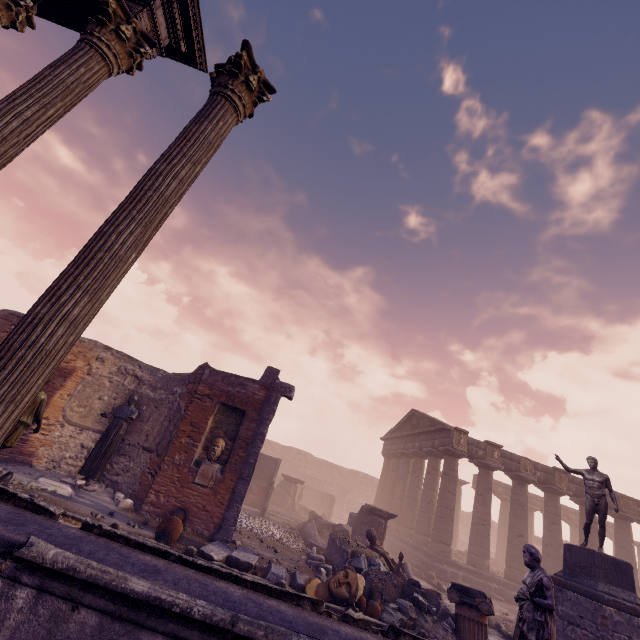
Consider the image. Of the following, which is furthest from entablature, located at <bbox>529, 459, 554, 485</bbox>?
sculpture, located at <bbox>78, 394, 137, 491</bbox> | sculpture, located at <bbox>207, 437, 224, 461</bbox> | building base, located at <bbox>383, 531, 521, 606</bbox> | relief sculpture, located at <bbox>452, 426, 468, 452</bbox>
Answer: sculpture, located at <bbox>78, 394, 137, 491</bbox>

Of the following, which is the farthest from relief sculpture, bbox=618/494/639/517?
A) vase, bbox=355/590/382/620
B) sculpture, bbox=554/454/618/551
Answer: vase, bbox=355/590/382/620

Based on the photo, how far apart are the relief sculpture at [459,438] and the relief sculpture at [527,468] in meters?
3.4 m

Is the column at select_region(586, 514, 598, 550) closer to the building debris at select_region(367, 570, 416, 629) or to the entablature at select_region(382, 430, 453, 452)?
the entablature at select_region(382, 430, 453, 452)

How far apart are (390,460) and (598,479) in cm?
1917

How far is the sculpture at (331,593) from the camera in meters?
7.4

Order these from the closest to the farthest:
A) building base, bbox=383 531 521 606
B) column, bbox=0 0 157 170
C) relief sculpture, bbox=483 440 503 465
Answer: column, bbox=0 0 157 170
building base, bbox=383 531 521 606
relief sculpture, bbox=483 440 503 465

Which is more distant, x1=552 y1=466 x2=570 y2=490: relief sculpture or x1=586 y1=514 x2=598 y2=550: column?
x1=552 y1=466 x2=570 y2=490: relief sculpture
